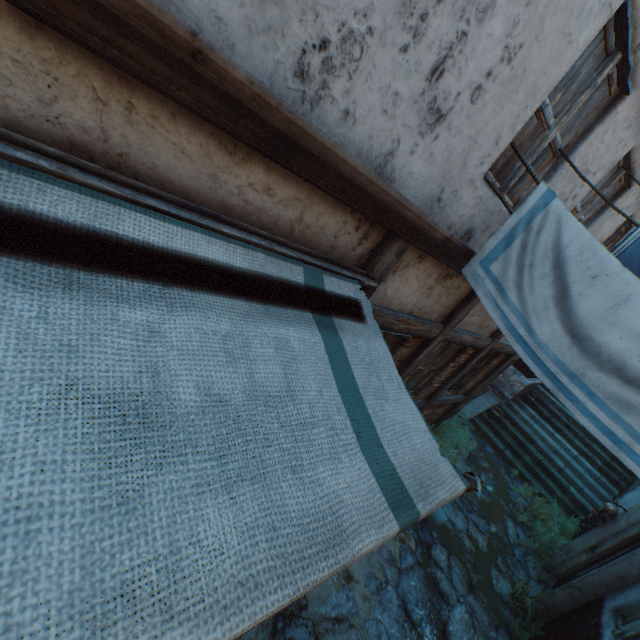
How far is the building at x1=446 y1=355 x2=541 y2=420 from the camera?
8.29m

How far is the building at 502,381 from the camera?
8.3m

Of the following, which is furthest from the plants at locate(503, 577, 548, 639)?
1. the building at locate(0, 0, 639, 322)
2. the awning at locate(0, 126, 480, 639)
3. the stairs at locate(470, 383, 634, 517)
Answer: the awning at locate(0, 126, 480, 639)

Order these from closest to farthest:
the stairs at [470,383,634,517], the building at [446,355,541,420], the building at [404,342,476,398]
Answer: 1. the building at [404,342,476,398]
2. the building at [446,355,541,420]
3. the stairs at [470,383,634,517]

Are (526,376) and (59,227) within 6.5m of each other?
no

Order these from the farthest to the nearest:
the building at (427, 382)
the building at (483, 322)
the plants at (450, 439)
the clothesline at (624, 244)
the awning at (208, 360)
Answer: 1. the plants at (450, 439)
2. the building at (427, 382)
3. the building at (483, 322)
4. the clothesline at (624, 244)
5. the awning at (208, 360)

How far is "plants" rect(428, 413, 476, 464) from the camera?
7.33m

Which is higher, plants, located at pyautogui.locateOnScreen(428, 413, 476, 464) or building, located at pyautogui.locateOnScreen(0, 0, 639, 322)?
building, located at pyautogui.locateOnScreen(0, 0, 639, 322)
